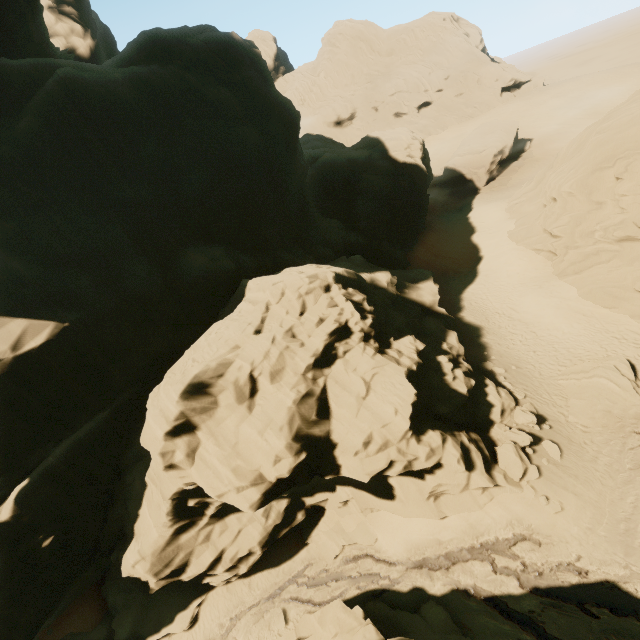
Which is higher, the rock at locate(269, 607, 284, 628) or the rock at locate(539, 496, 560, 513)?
the rock at locate(539, 496, 560, 513)

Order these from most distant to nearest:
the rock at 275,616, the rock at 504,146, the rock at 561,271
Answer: the rock at 504,146, the rock at 561,271, the rock at 275,616

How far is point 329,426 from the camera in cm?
1326

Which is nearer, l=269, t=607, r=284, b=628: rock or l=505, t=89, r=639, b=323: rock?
l=269, t=607, r=284, b=628: rock

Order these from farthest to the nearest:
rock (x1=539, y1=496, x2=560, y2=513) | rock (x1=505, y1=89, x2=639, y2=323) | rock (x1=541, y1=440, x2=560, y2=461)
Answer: rock (x1=505, y1=89, x2=639, y2=323) → rock (x1=541, y1=440, x2=560, y2=461) → rock (x1=539, y1=496, x2=560, y2=513)

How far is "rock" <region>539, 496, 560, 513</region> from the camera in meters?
14.0 m

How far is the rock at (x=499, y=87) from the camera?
58.34m
